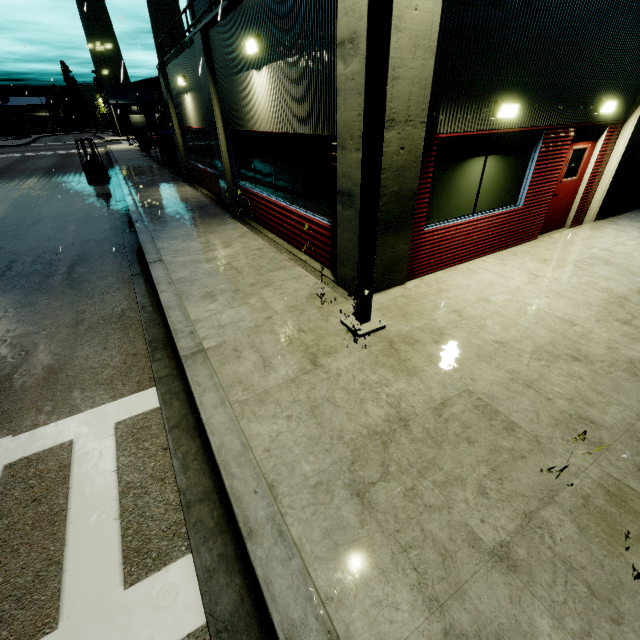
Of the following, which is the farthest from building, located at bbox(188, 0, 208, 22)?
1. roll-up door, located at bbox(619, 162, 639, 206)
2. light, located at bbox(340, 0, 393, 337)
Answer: light, located at bbox(340, 0, 393, 337)

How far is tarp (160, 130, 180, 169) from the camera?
18.5m

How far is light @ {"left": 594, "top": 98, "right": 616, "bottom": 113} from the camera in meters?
6.9

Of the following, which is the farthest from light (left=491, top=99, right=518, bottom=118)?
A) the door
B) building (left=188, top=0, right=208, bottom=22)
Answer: the door

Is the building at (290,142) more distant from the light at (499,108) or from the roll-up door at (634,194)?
the light at (499,108)

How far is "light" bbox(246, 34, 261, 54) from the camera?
6.67m

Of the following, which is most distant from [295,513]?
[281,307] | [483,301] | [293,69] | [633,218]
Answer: [633,218]

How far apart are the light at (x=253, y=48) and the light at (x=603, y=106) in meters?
7.4
